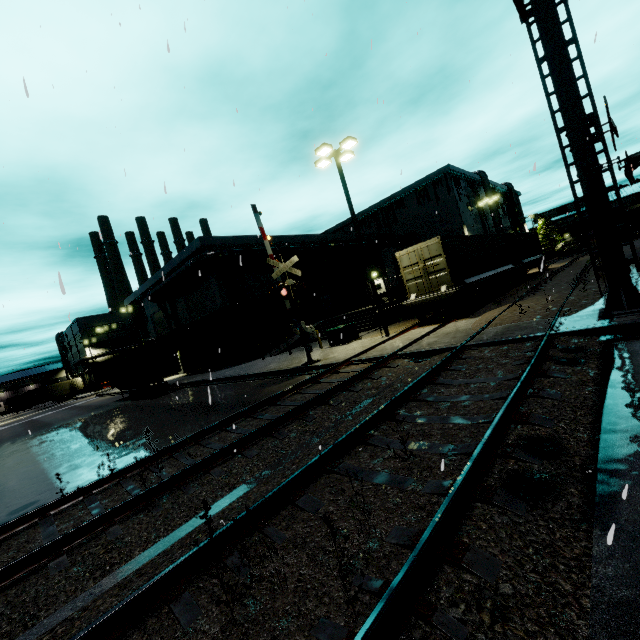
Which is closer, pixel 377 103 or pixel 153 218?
pixel 377 103

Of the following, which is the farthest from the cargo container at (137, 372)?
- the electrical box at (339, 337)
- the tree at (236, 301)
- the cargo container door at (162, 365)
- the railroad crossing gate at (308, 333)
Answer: the electrical box at (339, 337)

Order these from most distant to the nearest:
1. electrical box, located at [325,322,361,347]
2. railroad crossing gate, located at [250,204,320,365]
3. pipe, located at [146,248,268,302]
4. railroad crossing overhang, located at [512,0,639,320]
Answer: pipe, located at [146,248,268,302] < electrical box, located at [325,322,361,347] < railroad crossing gate, located at [250,204,320,365] < railroad crossing overhang, located at [512,0,639,320]

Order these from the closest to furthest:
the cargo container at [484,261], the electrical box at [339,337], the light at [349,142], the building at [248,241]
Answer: the light at [349,142], the cargo container at [484,261], the electrical box at [339,337], the building at [248,241]

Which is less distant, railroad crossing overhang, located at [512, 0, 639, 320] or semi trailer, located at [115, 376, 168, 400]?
railroad crossing overhang, located at [512, 0, 639, 320]

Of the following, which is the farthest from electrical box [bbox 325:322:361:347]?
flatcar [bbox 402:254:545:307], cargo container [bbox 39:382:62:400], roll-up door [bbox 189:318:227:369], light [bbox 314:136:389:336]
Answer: cargo container [bbox 39:382:62:400]

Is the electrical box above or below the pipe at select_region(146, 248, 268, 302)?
below

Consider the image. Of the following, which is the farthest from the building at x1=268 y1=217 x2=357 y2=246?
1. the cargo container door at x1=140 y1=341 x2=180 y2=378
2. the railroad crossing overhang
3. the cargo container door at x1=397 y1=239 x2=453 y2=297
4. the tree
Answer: the cargo container door at x1=140 y1=341 x2=180 y2=378
